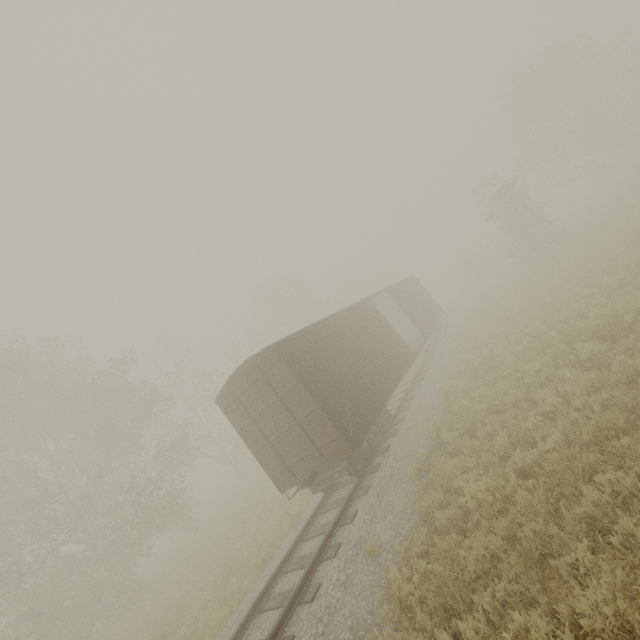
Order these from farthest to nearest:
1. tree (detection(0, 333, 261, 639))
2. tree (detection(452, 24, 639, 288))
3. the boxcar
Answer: tree (detection(452, 24, 639, 288)) → tree (detection(0, 333, 261, 639)) → the boxcar

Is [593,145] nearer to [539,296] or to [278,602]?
[539,296]

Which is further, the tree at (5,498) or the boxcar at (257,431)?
the tree at (5,498)

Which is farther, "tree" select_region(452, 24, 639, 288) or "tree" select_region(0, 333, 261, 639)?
"tree" select_region(452, 24, 639, 288)

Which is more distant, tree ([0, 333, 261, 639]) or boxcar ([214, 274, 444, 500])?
tree ([0, 333, 261, 639])

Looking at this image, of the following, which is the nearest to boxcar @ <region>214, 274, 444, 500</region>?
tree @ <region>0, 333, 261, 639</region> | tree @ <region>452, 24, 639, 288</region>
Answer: tree @ <region>0, 333, 261, 639</region>

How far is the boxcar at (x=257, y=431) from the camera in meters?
8.9
